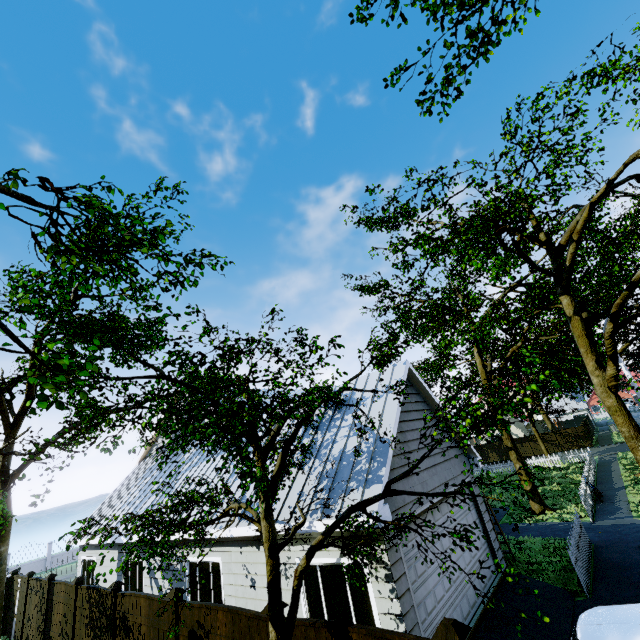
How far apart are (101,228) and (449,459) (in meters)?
12.86

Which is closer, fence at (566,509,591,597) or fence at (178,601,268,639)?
fence at (178,601,268,639)

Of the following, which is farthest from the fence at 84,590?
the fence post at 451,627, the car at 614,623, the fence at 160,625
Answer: the car at 614,623

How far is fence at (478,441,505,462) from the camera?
39.06m

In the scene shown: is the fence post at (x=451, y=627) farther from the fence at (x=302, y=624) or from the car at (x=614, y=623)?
the car at (x=614, y=623)

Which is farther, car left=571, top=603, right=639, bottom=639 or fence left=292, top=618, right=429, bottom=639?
car left=571, top=603, right=639, bottom=639

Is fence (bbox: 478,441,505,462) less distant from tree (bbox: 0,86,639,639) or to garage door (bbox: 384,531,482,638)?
tree (bbox: 0,86,639,639)
